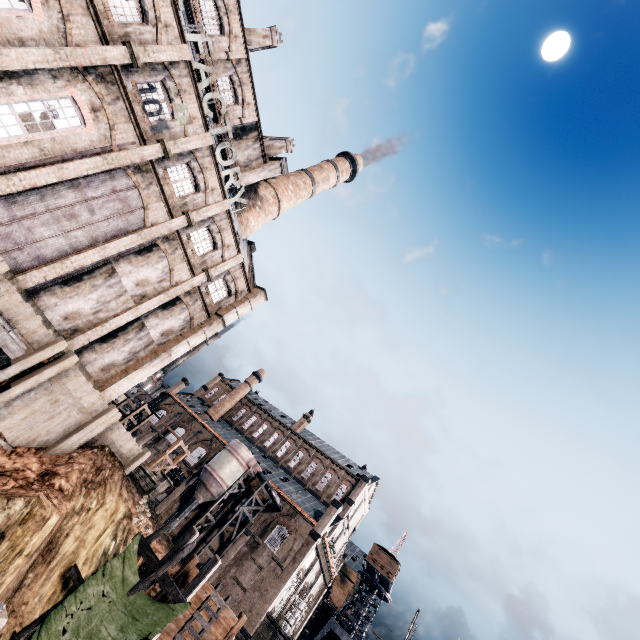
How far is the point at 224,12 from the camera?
24.5 meters

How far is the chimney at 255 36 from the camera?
29.00m

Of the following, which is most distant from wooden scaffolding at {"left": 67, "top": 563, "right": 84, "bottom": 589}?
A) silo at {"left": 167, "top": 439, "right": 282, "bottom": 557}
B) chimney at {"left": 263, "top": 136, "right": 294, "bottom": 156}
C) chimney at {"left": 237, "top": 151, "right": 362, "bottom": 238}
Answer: chimney at {"left": 263, "top": 136, "right": 294, "bottom": 156}

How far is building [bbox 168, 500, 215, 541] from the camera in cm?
4084

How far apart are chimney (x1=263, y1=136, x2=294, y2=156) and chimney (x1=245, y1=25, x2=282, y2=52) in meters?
7.5

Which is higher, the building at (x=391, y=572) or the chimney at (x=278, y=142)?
the chimney at (x=278, y=142)

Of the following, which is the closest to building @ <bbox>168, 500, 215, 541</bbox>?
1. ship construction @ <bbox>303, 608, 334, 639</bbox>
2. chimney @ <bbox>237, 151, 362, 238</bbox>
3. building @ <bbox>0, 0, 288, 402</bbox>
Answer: ship construction @ <bbox>303, 608, 334, 639</bbox>

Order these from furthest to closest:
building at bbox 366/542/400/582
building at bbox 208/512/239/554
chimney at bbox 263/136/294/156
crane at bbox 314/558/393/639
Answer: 1. building at bbox 366/542/400/582
2. crane at bbox 314/558/393/639
3. building at bbox 208/512/239/554
4. chimney at bbox 263/136/294/156
